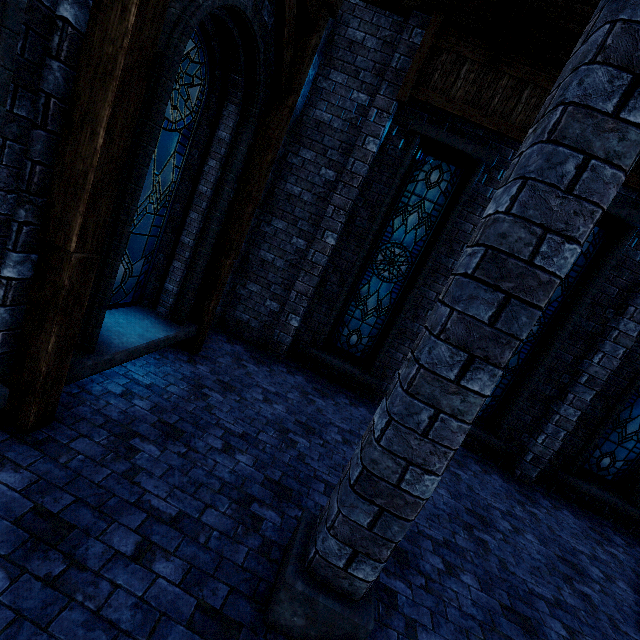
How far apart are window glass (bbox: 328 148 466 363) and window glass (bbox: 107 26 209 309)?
3.9 meters

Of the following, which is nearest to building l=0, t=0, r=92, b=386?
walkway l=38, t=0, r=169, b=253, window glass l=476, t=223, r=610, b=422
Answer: walkway l=38, t=0, r=169, b=253

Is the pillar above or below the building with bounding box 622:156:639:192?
below

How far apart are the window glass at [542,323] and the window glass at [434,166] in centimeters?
185cm

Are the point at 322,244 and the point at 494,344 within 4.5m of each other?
no

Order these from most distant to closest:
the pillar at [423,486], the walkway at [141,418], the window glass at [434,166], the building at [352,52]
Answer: the window glass at [434,166] < the building at [352,52] < the walkway at [141,418] < the pillar at [423,486]

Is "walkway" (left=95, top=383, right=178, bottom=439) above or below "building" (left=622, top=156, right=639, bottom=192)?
below

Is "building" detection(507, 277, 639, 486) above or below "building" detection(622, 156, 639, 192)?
below
